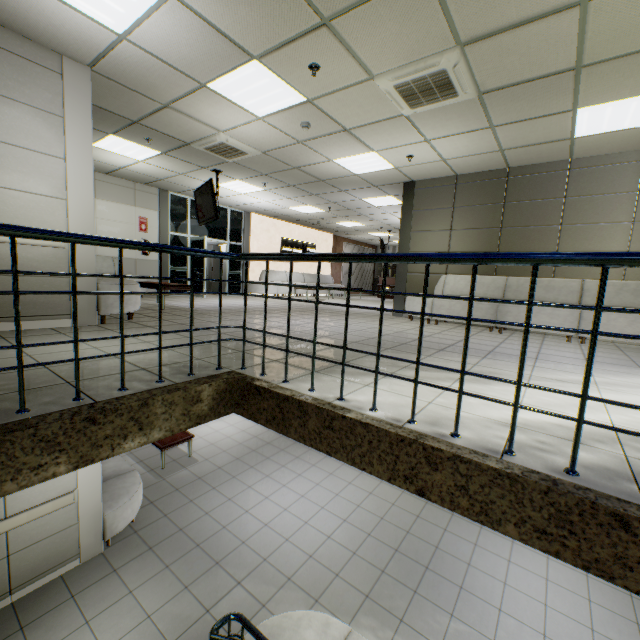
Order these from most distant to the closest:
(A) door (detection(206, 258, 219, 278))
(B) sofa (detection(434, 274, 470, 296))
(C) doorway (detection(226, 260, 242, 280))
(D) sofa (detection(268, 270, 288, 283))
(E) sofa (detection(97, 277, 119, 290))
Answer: (A) door (detection(206, 258, 219, 278)), (D) sofa (detection(268, 270, 288, 283)), (C) doorway (detection(226, 260, 242, 280)), (B) sofa (detection(434, 274, 470, 296)), (E) sofa (detection(97, 277, 119, 290))

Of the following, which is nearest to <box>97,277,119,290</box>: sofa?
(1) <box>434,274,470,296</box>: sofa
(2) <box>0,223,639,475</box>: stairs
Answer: (2) <box>0,223,639,475</box>: stairs

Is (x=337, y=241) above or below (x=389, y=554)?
above

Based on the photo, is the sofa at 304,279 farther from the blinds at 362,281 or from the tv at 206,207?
the tv at 206,207

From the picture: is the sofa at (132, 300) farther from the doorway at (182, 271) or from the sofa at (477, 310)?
the sofa at (477, 310)

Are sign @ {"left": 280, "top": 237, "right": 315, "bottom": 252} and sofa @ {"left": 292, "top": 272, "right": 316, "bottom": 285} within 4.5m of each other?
yes

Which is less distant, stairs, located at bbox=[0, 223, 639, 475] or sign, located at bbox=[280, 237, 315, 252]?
stairs, located at bbox=[0, 223, 639, 475]

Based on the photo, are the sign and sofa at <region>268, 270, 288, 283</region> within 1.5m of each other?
yes
